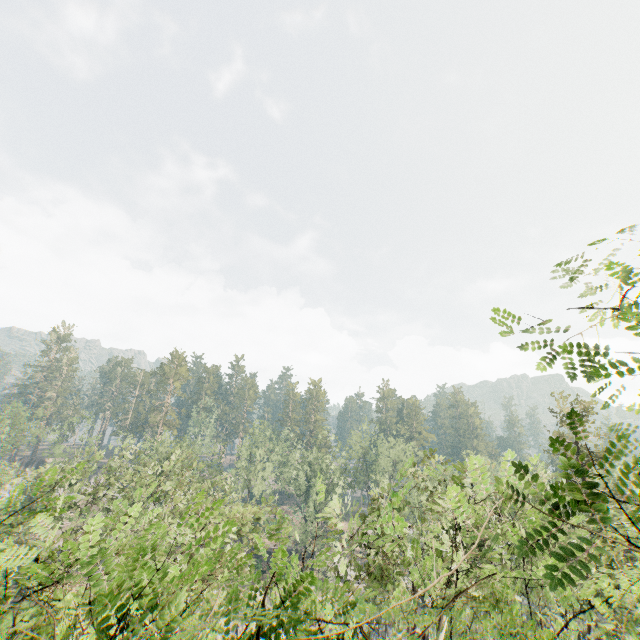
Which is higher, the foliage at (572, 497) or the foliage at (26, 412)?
the foliage at (26, 412)

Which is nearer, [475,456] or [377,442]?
[377,442]

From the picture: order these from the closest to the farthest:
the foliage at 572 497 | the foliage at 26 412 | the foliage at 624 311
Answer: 1. the foliage at 624 311
2. the foliage at 572 497
3. the foliage at 26 412

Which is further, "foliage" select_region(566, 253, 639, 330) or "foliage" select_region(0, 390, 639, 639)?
"foliage" select_region(0, 390, 639, 639)

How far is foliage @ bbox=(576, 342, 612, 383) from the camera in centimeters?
228cm

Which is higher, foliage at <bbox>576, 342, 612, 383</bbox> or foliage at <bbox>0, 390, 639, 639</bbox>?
foliage at <bbox>576, 342, 612, 383</bbox>

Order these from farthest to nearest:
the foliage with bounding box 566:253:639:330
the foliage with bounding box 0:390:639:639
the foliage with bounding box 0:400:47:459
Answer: the foliage with bounding box 0:400:47:459, the foliage with bounding box 0:390:639:639, the foliage with bounding box 566:253:639:330
